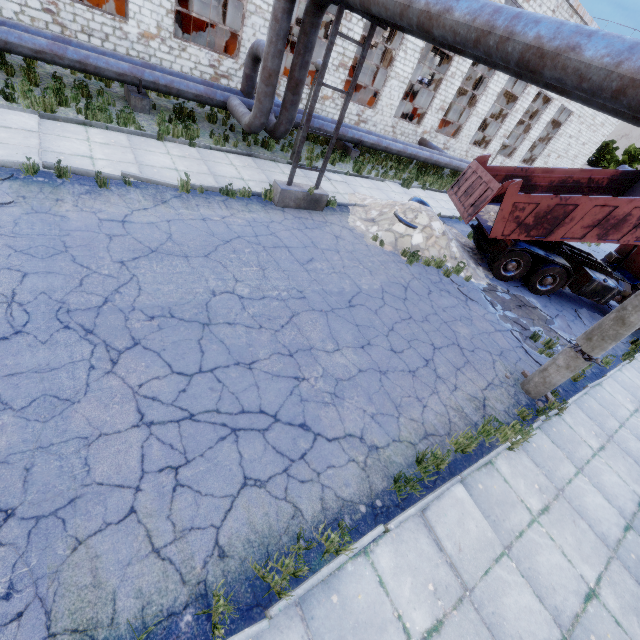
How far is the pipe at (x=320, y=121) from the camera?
14.46m

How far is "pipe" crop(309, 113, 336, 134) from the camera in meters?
14.5

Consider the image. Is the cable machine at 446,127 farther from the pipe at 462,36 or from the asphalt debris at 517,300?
the asphalt debris at 517,300

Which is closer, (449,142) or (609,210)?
(609,210)

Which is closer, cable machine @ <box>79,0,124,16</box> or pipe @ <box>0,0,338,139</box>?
pipe @ <box>0,0,338,139</box>

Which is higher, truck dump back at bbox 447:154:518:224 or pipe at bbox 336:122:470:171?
truck dump back at bbox 447:154:518:224

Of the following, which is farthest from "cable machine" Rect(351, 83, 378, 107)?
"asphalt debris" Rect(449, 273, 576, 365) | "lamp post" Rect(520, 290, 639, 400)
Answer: "lamp post" Rect(520, 290, 639, 400)

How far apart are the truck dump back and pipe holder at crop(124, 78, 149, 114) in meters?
11.3 m
